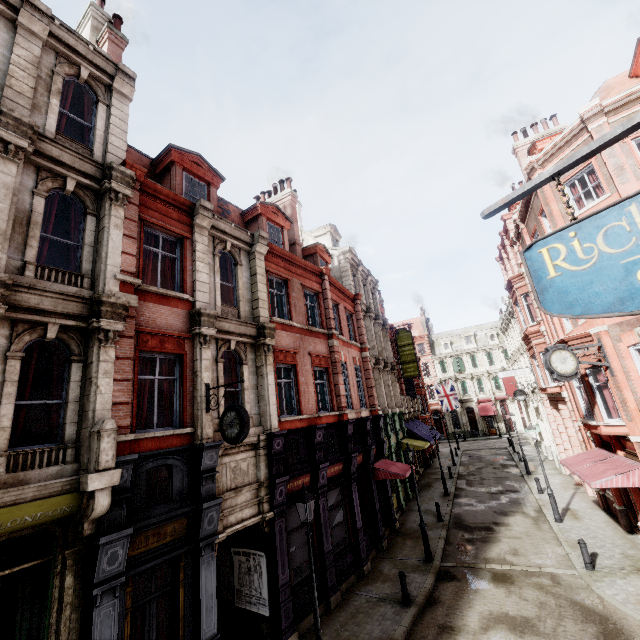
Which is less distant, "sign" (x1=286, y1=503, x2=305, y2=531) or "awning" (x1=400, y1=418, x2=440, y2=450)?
"sign" (x1=286, y1=503, x2=305, y2=531)

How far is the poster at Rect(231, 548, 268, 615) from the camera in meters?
10.4

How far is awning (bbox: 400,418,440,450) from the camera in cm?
2397

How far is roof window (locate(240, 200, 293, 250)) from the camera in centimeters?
1592cm

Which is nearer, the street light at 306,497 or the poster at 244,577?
the street light at 306,497

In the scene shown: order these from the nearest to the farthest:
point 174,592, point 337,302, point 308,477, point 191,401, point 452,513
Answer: point 174,592 < point 191,401 < point 308,477 < point 337,302 < point 452,513

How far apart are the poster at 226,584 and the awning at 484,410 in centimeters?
4811cm

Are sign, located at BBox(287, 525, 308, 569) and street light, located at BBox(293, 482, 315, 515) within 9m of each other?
yes
